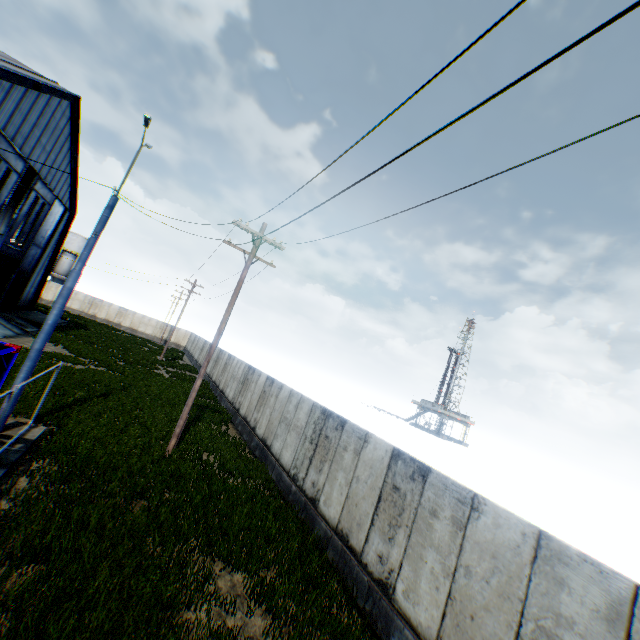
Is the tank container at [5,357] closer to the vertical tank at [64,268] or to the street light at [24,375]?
the street light at [24,375]

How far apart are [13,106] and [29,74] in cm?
286

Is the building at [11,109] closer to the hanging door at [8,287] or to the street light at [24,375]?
the hanging door at [8,287]

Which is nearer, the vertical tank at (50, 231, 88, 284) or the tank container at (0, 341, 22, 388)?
the tank container at (0, 341, 22, 388)

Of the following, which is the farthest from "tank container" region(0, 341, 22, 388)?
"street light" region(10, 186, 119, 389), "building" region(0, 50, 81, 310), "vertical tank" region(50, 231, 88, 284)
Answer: "vertical tank" region(50, 231, 88, 284)

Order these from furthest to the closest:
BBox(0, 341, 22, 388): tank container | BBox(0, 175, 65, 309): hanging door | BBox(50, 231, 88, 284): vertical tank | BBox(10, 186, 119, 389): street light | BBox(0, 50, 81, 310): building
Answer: BBox(50, 231, 88, 284): vertical tank < BBox(0, 175, 65, 309): hanging door < BBox(0, 50, 81, 310): building < BBox(10, 186, 119, 389): street light < BBox(0, 341, 22, 388): tank container

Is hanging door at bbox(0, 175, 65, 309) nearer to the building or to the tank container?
the building
